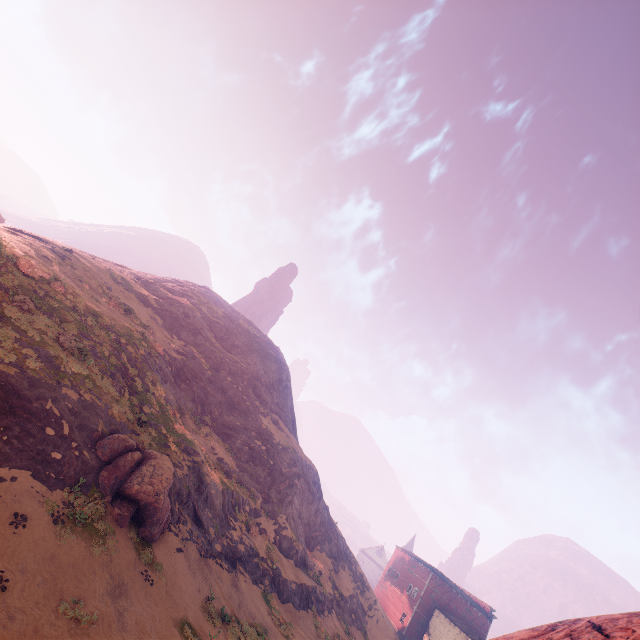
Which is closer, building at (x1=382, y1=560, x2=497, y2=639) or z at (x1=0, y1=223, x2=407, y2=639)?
z at (x1=0, y1=223, x2=407, y2=639)

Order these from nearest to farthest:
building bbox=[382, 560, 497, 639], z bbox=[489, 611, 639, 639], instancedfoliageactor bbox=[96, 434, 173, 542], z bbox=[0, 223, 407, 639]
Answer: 1. z bbox=[489, 611, 639, 639]
2. z bbox=[0, 223, 407, 639]
3. instancedfoliageactor bbox=[96, 434, 173, 542]
4. building bbox=[382, 560, 497, 639]

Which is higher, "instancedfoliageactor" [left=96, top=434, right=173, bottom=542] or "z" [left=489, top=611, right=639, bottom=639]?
"z" [left=489, top=611, right=639, bottom=639]

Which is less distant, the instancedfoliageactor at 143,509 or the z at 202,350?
the z at 202,350

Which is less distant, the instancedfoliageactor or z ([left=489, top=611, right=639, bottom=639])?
z ([left=489, top=611, right=639, bottom=639])

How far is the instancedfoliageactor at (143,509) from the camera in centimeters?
1572cm

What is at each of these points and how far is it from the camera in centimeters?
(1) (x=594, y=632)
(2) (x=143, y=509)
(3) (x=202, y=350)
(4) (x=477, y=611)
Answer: (1) z, 703cm
(2) instancedfoliageactor, 1608cm
(3) z, 4194cm
(4) building, 5359cm

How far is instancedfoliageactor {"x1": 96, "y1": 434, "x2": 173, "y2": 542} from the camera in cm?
1572
